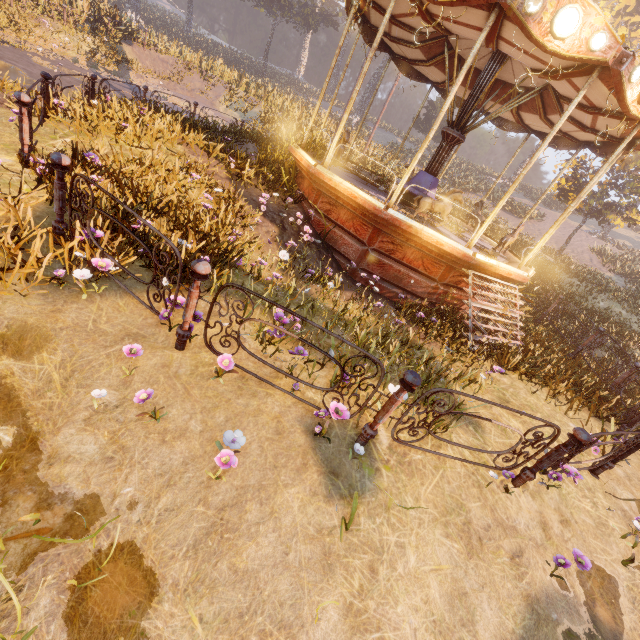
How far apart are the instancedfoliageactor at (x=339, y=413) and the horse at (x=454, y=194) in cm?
580

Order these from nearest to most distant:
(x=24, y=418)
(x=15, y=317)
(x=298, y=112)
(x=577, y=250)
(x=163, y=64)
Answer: (x=24, y=418) < (x=15, y=317) < (x=298, y=112) < (x=163, y=64) < (x=577, y=250)

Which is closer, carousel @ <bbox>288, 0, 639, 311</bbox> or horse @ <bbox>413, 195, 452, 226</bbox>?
carousel @ <bbox>288, 0, 639, 311</bbox>

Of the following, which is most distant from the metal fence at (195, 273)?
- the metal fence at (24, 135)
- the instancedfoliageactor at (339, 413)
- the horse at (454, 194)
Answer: the horse at (454, 194)

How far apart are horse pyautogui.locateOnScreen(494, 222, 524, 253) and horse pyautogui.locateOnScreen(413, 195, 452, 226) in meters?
2.0 m

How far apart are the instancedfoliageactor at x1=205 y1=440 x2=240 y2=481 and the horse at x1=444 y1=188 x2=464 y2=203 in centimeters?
648cm

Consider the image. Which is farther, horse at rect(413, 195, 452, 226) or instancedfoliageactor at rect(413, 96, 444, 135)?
instancedfoliageactor at rect(413, 96, 444, 135)

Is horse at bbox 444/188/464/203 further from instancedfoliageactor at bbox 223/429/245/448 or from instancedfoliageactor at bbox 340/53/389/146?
instancedfoliageactor at bbox 223/429/245/448
